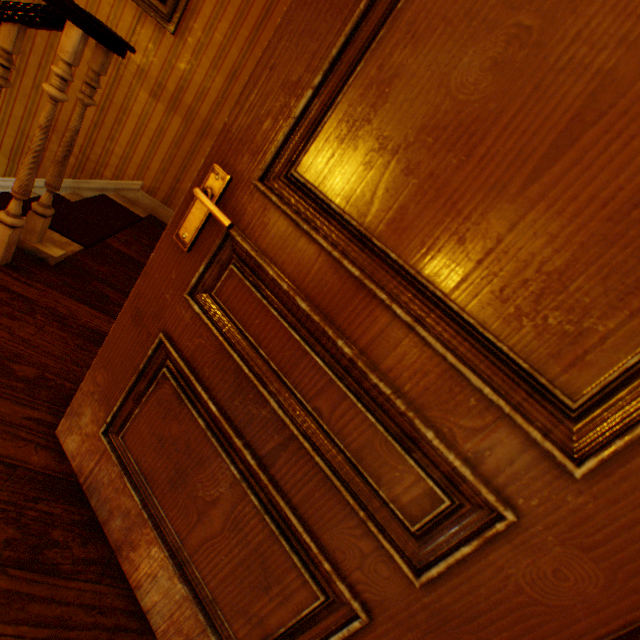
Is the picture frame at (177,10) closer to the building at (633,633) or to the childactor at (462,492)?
the building at (633,633)

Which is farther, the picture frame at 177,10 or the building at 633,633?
the picture frame at 177,10

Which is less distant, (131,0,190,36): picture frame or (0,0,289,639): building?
(0,0,289,639): building

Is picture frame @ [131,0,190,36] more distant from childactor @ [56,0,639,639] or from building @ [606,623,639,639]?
childactor @ [56,0,639,639]

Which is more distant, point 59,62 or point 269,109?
point 59,62

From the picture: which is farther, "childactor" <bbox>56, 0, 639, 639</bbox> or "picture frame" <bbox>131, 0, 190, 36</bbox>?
"picture frame" <bbox>131, 0, 190, 36</bbox>
